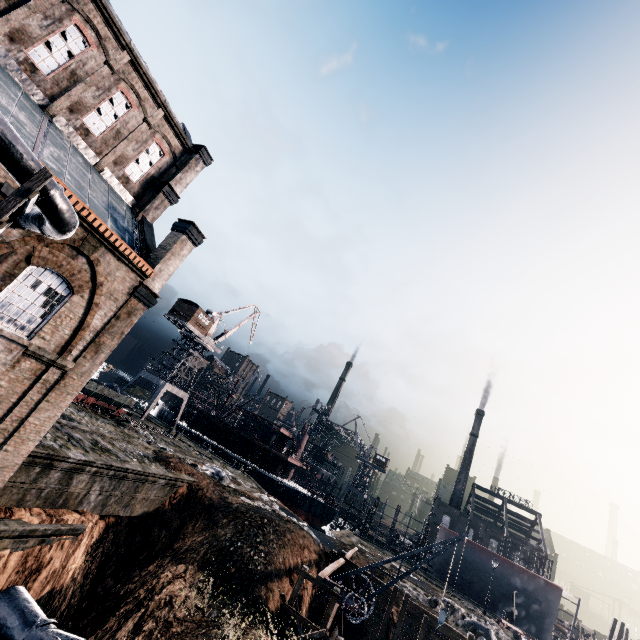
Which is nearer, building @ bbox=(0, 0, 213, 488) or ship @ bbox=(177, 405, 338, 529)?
building @ bbox=(0, 0, 213, 488)

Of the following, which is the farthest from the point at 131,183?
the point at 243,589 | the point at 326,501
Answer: the point at 326,501

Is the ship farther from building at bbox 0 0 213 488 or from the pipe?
building at bbox 0 0 213 488

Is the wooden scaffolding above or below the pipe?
above

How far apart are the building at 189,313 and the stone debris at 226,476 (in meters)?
23.26

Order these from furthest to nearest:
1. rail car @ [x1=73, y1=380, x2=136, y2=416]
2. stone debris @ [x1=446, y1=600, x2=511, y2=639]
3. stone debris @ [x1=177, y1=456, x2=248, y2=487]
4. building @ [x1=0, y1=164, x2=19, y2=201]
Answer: rail car @ [x1=73, y1=380, x2=136, y2=416] → stone debris @ [x1=177, y1=456, x2=248, y2=487] → stone debris @ [x1=446, y1=600, x2=511, y2=639] → building @ [x1=0, y1=164, x2=19, y2=201]

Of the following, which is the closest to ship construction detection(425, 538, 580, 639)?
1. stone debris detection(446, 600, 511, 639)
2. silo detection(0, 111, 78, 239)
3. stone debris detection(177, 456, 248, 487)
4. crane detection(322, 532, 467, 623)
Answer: stone debris detection(446, 600, 511, 639)

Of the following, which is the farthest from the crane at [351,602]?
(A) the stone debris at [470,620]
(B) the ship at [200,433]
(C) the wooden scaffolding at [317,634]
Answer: (B) the ship at [200,433]
